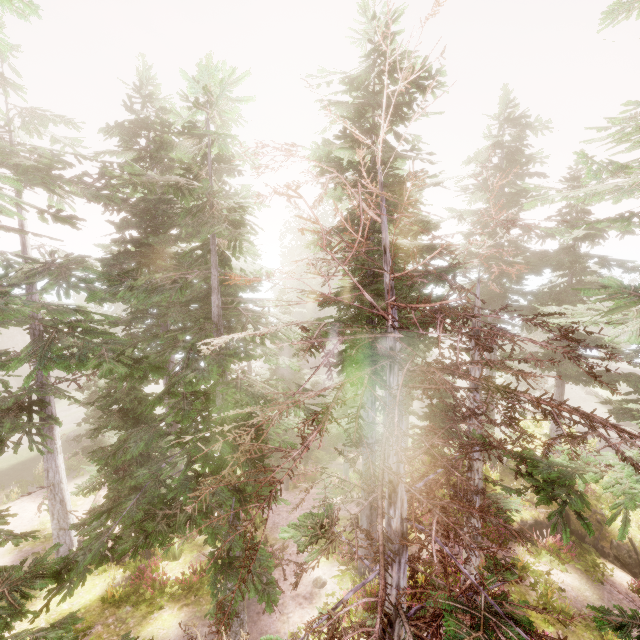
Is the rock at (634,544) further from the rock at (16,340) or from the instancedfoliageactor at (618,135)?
the rock at (16,340)

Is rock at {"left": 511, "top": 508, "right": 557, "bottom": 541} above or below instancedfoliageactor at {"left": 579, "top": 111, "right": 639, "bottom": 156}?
below

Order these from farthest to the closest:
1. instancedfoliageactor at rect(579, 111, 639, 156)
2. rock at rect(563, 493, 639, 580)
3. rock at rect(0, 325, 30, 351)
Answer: rock at rect(0, 325, 30, 351), rock at rect(563, 493, 639, 580), instancedfoliageactor at rect(579, 111, 639, 156)

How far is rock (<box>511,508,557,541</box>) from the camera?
13.9m

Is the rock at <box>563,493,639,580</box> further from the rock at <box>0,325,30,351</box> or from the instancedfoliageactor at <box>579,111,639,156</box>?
the rock at <box>0,325,30,351</box>

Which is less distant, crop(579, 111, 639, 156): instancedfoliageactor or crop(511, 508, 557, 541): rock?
crop(579, 111, 639, 156): instancedfoliageactor

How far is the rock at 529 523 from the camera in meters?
13.9 m

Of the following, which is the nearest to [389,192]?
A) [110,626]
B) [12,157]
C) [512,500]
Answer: [512,500]
